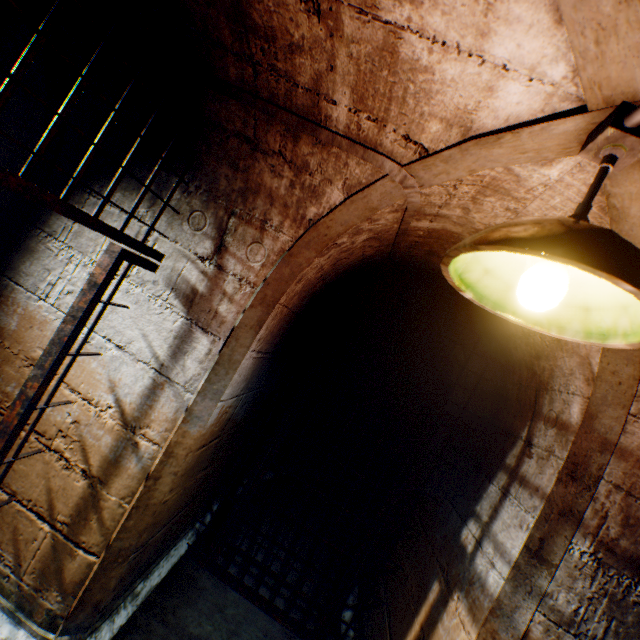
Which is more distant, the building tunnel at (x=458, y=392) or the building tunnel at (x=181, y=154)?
the building tunnel at (x=458, y=392)

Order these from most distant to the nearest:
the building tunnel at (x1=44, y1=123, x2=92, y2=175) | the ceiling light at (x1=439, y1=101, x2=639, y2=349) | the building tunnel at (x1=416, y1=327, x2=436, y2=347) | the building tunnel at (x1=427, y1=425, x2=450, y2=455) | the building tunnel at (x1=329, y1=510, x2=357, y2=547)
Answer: the building tunnel at (x1=416, y1=327, x2=436, y2=347) → the building tunnel at (x1=329, y1=510, x2=357, y2=547) → the building tunnel at (x1=427, y1=425, x2=450, y2=455) → the building tunnel at (x1=44, y1=123, x2=92, y2=175) → the ceiling light at (x1=439, y1=101, x2=639, y2=349)

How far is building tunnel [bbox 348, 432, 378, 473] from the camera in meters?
6.0

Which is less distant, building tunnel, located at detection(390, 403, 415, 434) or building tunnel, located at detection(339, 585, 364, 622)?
building tunnel, located at detection(339, 585, 364, 622)

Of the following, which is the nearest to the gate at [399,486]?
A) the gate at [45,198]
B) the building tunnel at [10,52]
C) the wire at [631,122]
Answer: the building tunnel at [10,52]

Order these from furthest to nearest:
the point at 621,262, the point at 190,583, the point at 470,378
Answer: the point at 470,378
the point at 190,583
the point at 621,262

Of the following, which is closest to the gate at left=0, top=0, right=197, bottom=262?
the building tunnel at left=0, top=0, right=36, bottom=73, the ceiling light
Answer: the building tunnel at left=0, top=0, right=36, bottom=73
